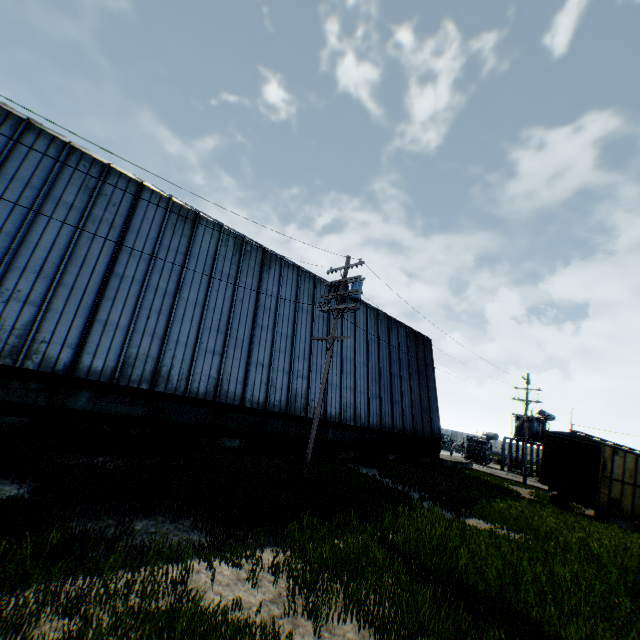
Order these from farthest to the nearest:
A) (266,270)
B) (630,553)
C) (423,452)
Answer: (423,452) < (266,270) < (630,553)

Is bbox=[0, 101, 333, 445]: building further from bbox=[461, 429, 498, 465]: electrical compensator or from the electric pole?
bbox=[461, 429, 498, 465]: electrical compensator

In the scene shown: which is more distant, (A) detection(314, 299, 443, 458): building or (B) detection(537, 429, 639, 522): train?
(A) detection(314, 299, 443, 458): building

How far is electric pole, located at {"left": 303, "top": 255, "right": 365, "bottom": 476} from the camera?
12.6m

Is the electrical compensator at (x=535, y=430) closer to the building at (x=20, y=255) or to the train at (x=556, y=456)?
the train at (x=556, y=456)

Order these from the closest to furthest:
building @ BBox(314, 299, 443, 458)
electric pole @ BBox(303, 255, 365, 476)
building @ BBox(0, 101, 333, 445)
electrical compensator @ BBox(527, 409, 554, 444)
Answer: building @ BBox(0, 101, 333, 445)
electric pole @ BBox(303, 255, 365, 476)
building @ BBox(314, 299, 443, 458)
electrical compensator @ BBox(527, 409, 554, 444)

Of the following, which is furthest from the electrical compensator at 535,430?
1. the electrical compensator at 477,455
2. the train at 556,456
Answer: A: the train at 556,456

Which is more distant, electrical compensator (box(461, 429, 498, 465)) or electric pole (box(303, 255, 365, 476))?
electrical compensator (box(461, 429, 498, 465))
